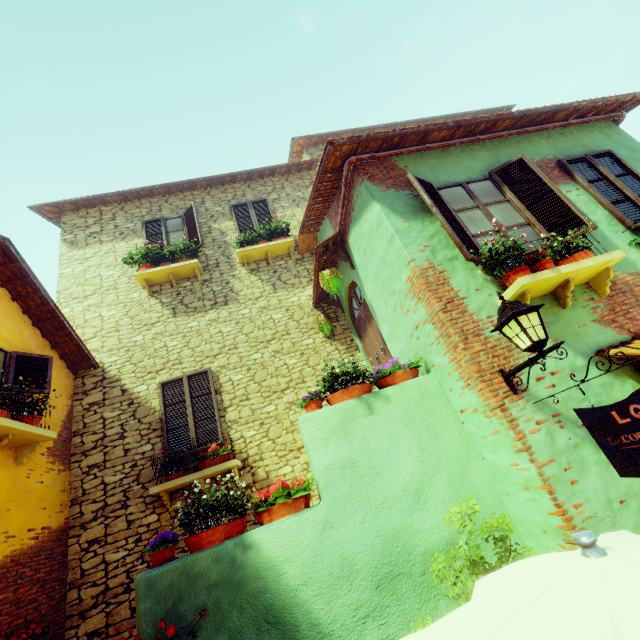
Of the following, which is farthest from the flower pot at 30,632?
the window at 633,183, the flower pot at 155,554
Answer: the flower pot at 155,554

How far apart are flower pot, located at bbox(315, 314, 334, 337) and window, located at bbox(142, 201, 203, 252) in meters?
3.6 m

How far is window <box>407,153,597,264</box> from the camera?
4.4 meters

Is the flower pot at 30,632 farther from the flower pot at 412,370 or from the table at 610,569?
the table at 610,569

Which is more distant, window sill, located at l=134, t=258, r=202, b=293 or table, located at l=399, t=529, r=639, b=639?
window sill, located at l=134, t=258, r=202, b=293

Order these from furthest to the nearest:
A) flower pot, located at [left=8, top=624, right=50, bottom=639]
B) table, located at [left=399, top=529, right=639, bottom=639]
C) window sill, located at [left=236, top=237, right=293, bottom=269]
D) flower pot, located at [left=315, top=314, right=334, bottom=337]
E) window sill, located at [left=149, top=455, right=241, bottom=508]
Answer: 1. window sill, located at [left=236, top=237, right=293, bottom=269]
2. flower pot, located at [left=315, top=314, right=334, bottom=337]
3. window sill, located at [left=149, top=455, right=241, bottom=508]
4. flower pot, located at [left=8, top=624, right=50, bottom=639]
5. table, located at [left=399, top=529, right=639, bottom=639]

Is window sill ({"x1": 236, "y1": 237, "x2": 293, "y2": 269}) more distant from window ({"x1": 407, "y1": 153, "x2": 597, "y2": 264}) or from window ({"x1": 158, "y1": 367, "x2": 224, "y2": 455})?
window ({"x1": 407, "y1": 153, "x2": 597, "y2": 264})

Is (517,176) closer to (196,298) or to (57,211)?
(196,298)
